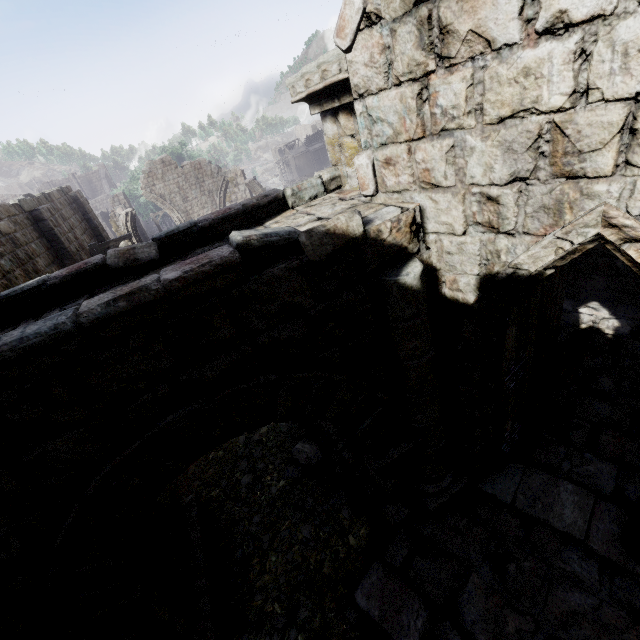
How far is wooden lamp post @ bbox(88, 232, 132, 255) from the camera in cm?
1210

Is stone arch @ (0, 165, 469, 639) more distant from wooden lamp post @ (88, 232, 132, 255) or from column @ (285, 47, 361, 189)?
wooden lamp post @ (88, 232, 132, 255)

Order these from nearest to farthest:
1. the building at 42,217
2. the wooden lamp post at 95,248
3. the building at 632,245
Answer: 1. the building at 632,245
2. the building at 42,217
3. the wooden lamp post at 95,248

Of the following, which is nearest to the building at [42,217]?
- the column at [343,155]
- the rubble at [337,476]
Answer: the column at [343,155]

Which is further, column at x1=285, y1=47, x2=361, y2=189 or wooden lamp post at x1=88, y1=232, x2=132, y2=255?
wooden lamp post at x1=88, y1=232, x2=132, y2=255

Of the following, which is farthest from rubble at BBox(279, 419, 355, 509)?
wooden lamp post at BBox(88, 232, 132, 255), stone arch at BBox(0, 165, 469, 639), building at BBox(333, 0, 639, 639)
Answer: wooden lamp post at BBox(88, 232, 132, 255)

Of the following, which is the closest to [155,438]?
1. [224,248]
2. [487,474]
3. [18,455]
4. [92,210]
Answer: [18,455]

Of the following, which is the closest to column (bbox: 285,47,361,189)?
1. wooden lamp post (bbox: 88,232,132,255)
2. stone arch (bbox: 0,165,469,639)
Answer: stone arch (bbox: 0,165,469,639)
